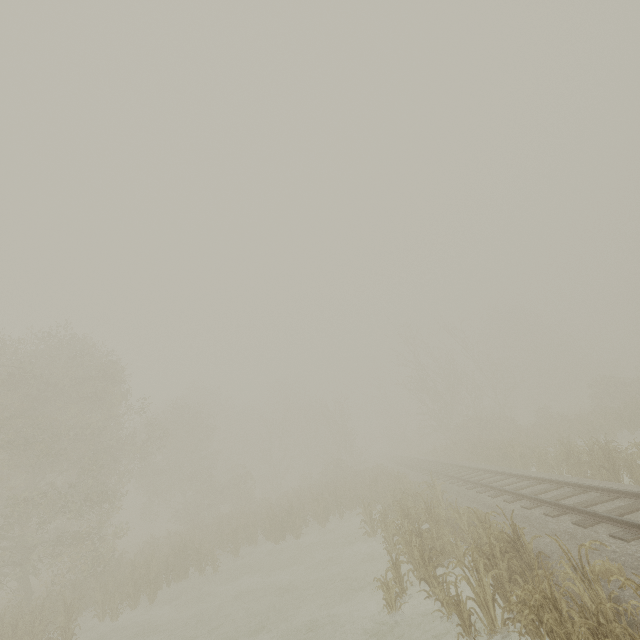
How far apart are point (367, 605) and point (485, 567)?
4.48m
